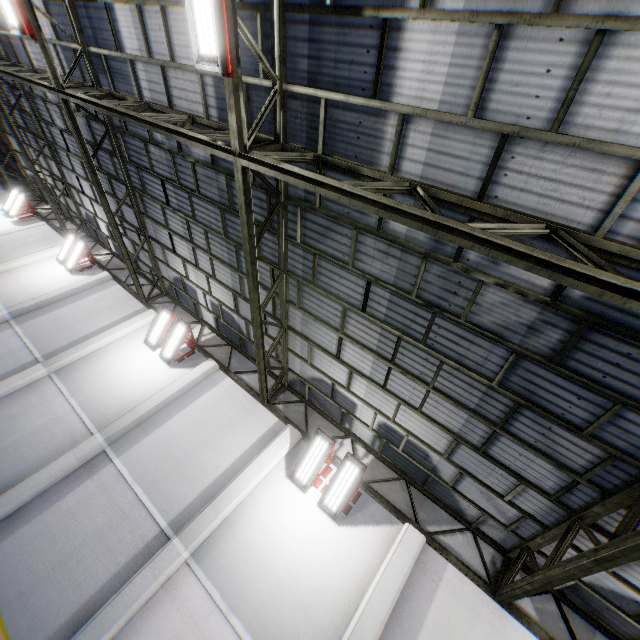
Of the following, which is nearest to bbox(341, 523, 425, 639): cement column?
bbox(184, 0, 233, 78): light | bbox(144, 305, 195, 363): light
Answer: bbox(144, 305, 195, 363): light

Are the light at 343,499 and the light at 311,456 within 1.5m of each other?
yes

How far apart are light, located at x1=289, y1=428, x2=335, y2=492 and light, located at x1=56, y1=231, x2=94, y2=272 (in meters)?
13.93

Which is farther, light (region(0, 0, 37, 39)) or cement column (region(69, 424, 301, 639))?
light (region(0, 0, 37, 39))

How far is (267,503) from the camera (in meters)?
8.38

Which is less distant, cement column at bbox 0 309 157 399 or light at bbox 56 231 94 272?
cement column at bbox 0 309 157 399

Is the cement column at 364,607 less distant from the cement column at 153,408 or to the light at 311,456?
the light at 311,456

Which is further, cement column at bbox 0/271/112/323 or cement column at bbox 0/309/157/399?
cement column at bbox 0/271/112/323
